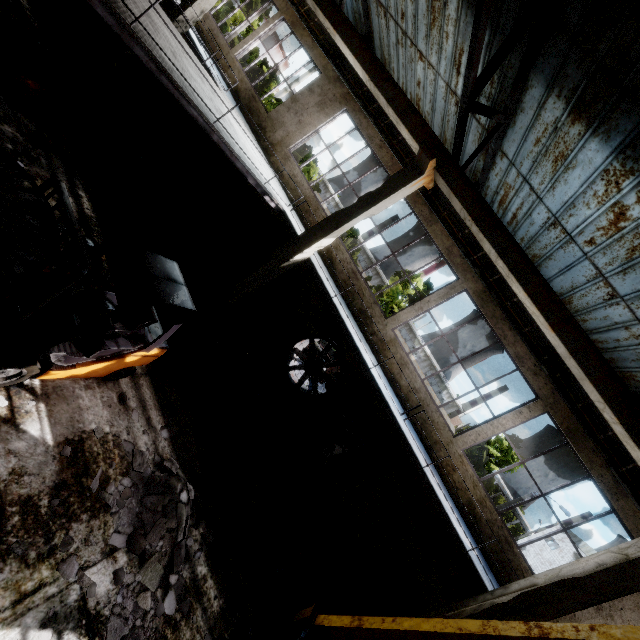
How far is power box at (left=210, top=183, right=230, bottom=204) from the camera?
13.1m

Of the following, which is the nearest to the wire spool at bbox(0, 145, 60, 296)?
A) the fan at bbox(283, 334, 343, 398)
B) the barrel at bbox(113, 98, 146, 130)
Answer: the fan at bbox(283, 334, 343, 398)

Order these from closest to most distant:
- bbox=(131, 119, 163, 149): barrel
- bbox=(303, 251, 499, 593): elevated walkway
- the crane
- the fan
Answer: the crane → bbox=(303, 251, 499, 593): elevated walkway → the fan → bbox=(131, 119, 163, 149): barrel

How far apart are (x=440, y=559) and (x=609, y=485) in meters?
4.9 m

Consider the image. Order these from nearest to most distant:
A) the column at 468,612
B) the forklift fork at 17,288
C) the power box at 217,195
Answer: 1. the forklift fork at 17,288
2. the column at 468,612
3. the power box at 217,195

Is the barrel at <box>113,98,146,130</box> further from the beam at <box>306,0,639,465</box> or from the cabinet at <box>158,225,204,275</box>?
the beam at <box>306,0,639,465</box>

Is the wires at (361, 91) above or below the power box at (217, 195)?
above

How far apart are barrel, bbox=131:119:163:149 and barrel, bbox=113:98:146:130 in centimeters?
19cm
